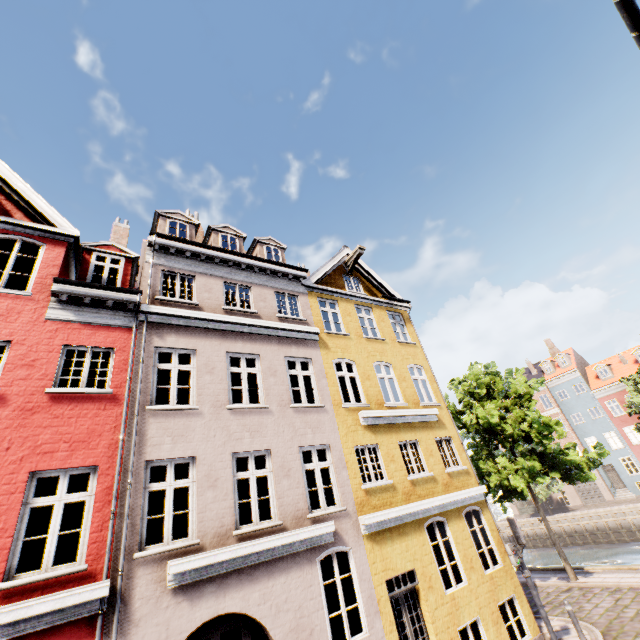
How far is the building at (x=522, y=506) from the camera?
41.2m

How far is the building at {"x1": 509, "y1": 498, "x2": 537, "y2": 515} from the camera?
41.25m

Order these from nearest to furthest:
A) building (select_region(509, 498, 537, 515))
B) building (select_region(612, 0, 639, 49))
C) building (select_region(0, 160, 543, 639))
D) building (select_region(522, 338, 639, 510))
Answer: building (select_region(612, 0, 639, 49))
building (select_region(0, 160, 543, 639))
building (select_region(522, 338, 639, 510))
building (select_region(509, 498, 537, 515))

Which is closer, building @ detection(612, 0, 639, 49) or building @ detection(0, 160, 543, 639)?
building @ detection(612, 0, 639, 49)

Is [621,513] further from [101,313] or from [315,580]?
[101,313]

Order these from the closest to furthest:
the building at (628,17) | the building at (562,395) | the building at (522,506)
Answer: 1. the building at (628,17)
2. the building at (562,395)
3. the building at (522,506)
